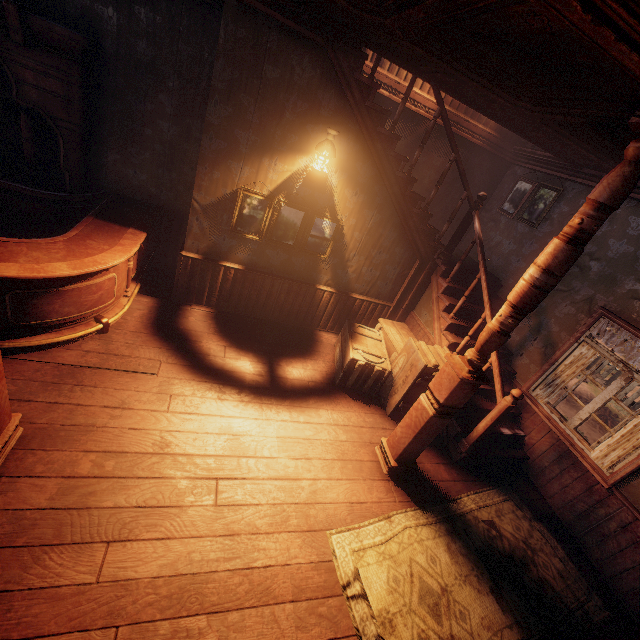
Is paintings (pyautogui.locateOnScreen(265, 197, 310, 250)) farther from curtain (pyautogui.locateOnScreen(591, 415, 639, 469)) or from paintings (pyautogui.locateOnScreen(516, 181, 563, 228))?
curtain (pyautogui.locateOnScreen(591, 415, 639, 469))

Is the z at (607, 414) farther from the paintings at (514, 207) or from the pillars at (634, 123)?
the paintings at (514, 207)

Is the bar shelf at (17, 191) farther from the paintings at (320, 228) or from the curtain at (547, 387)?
the curtain at (547, 387)

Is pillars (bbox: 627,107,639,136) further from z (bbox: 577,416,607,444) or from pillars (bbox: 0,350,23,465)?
pillars (bbox: 0,350,23,465)

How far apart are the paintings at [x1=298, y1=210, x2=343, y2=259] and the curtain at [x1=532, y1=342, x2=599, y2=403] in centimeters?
375cm

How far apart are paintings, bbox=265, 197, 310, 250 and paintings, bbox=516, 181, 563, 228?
3.43m

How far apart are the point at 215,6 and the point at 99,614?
6.27m

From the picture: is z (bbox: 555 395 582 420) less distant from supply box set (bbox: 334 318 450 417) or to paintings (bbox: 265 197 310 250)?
supply box set (bbox: 334 318 450 417)
